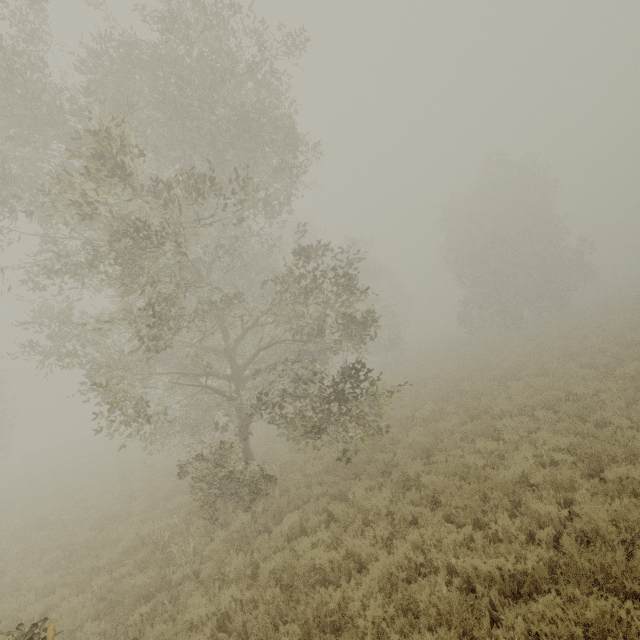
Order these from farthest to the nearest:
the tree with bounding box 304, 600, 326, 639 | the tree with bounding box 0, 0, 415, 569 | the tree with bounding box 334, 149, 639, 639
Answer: the tree with bounding box 0, 0, 415, 569, the tree with bounding box 304, 600, 326, 639, the tree with bounding box 334, 149, 639, 639

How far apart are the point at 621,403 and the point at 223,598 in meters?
11.9 m

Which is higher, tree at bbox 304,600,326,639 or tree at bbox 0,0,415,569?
tree at bbox 0,0,415,569

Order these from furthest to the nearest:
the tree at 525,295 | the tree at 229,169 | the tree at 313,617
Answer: the tree at 229,169 → the tree at 313,617 → the tree at 525,295

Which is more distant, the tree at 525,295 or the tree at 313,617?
the tree at 313,617

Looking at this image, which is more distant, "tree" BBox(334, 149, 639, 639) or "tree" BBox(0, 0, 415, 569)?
"tree" BBox(0, 0, 415, 569)
